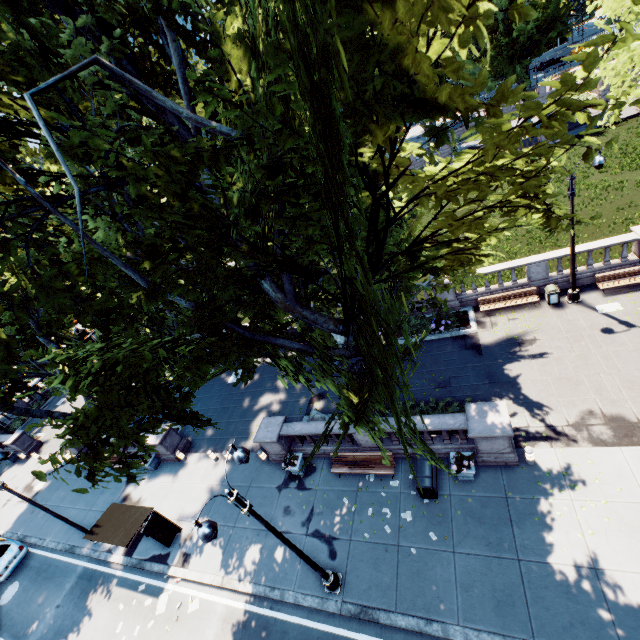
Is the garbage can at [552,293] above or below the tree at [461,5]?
below

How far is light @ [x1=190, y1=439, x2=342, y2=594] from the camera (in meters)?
7.31

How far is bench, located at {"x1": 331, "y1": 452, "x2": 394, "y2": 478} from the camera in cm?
1374

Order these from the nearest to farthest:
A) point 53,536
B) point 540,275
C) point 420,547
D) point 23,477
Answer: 1. point 420,547
2. point 540,275
3. point 53,536
4. point 23,477

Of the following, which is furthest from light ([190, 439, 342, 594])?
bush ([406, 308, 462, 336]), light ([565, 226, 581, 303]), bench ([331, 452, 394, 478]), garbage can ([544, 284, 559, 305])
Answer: garbage can ([544, 284, 559, 305])

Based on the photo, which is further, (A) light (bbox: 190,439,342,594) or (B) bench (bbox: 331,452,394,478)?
(B) bench (bbox: 331,452,394,478)

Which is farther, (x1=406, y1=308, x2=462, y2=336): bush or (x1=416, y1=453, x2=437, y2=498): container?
(x1=406, y1=308, x2=462, y2=336): bush

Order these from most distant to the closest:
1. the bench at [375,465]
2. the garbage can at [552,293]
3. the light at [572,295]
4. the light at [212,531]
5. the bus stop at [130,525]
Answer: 1. the garbage can at [552,293]
2. the light at [572,295]
3. the bus stop at [130,525]
4. the bench at [375,465]
5. the light at [212,531]
